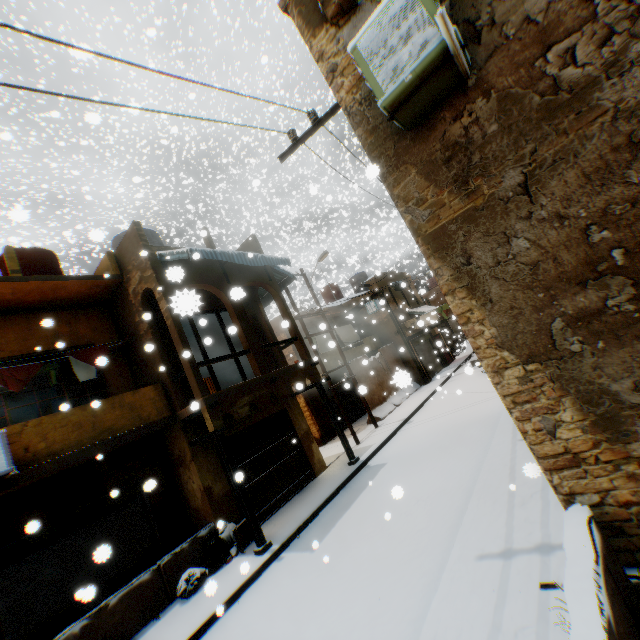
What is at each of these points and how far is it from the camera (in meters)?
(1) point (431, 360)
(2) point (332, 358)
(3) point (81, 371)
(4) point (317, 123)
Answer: (1) rolling overhead door, 23.66
(2) balcony, 17.30
(3) dryer, 8.91
(4) electrical contact, 5.29

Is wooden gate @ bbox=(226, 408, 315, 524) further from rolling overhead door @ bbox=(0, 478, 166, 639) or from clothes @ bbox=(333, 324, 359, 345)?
clothes @ bbox=(333, 324, 359, 345)

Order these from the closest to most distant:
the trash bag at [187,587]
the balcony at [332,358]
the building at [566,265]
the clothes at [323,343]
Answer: the building at [566,265] → the clothes at [323,343] → the trash bag at [187,587] → the balcony at [332,358]

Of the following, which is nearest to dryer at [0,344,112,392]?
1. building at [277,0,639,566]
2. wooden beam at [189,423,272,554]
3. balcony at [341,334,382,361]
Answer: building at [277,0,639,566]

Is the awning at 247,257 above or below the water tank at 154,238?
below

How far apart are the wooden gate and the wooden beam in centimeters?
60cm

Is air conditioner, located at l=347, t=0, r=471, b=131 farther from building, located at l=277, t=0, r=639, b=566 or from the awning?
the awning

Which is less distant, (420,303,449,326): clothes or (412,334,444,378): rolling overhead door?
(420,303,449,326): clothes
